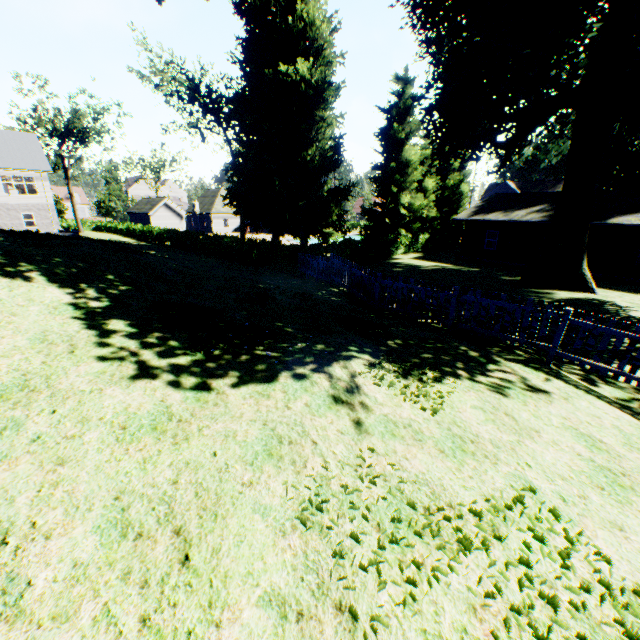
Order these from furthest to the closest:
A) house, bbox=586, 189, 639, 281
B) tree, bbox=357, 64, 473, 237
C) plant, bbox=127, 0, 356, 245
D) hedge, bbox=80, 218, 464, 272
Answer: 1. tree, bbox=357, 64, 473, 237
2. plant, bbox=127, 0, 356, 245
3. hedge, bbox=80, 218, 464, 272
4. house, bbox=586, 189, 639, 281

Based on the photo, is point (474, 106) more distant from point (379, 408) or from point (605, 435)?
point (379, 408)

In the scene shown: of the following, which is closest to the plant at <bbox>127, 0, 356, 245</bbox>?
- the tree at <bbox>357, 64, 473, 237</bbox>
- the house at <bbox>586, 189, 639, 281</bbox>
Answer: the tree at <bbox>357, 64, 473, 237</bbox>

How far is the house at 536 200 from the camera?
24.8 meters

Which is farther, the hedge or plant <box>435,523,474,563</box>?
the hedge

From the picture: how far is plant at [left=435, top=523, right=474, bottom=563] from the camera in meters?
2.7

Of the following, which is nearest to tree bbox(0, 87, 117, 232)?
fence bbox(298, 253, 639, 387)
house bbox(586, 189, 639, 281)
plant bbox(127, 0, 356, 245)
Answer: plant bbox(127, 0, 356, 245)

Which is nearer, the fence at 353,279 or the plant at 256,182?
the fence at 353,279
